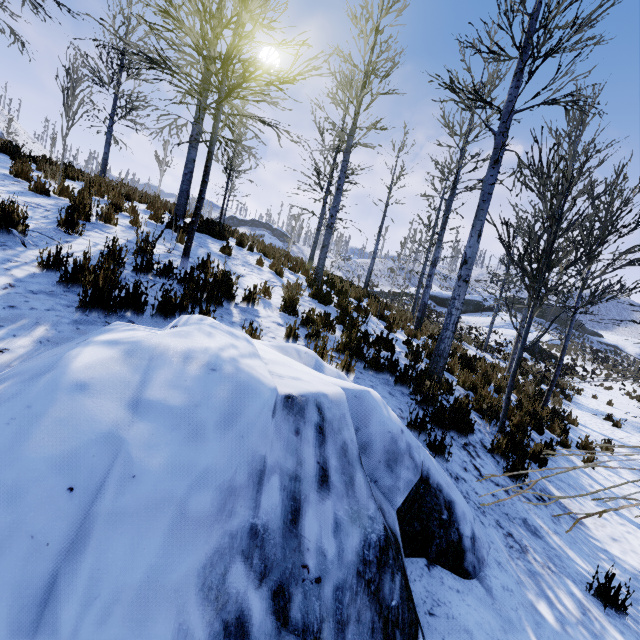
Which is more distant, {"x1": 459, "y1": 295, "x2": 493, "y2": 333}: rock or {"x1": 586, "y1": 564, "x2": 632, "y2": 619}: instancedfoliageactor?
{"x1": 459, "y1": 295, "x2": 493, "y2": 333}: rock

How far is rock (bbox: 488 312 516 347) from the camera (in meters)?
26.34

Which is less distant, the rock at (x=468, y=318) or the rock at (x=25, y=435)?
the rock at (x=25, y=435)

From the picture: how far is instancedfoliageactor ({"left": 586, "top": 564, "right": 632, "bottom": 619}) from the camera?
2.6 meters

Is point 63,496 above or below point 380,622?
above

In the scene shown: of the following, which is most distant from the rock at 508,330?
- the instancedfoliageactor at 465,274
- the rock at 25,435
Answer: the rock at 25,435

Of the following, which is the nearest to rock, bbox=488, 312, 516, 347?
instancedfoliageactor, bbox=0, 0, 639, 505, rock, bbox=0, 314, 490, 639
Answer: instancedfoliageactor, bbox=0, 0, 639, 505
